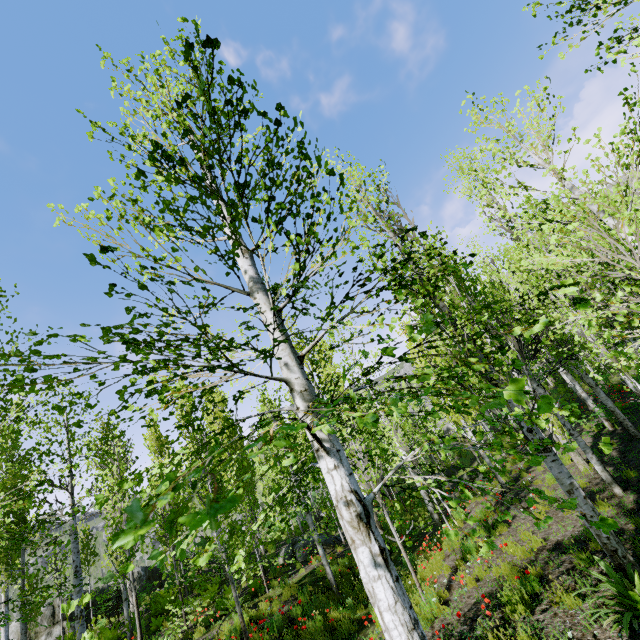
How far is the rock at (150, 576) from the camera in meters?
20.2 m

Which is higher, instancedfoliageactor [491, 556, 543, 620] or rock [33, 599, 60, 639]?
rock [33, 599, 60, 639]

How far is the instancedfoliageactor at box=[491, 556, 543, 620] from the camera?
5.3m

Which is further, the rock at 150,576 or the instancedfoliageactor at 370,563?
the rock at 150,576

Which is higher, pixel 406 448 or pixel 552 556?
pixel 406 448

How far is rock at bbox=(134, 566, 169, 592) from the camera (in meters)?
20.20

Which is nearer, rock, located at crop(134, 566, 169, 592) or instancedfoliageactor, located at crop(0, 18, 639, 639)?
instancedfoliageactor, located at crop(0, 18, 639, 639)
